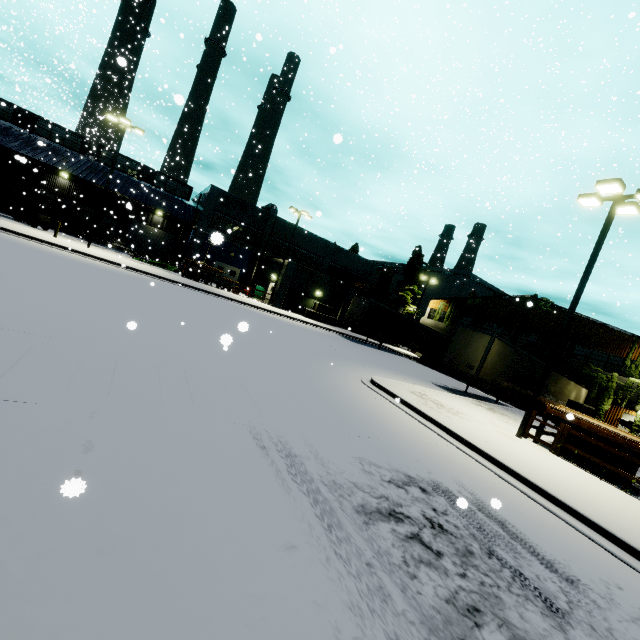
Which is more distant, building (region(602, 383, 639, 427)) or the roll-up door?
the roll-up door

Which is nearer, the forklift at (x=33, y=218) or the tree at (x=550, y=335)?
the forklift at (x=33, y=218)

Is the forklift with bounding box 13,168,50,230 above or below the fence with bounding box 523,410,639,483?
below

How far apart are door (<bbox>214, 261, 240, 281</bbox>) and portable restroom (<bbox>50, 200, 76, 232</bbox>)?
13.72m

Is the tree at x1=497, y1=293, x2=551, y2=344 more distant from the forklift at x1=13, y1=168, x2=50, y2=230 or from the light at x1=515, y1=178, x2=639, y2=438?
the forklift at x1=13, y1=168, x2=50, y2=230

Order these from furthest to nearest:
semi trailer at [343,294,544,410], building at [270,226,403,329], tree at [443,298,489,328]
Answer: tree at [443,298,489,328] < building at [270,226,403,329] < semi trailer at [343,294,544,410]

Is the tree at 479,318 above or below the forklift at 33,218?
above

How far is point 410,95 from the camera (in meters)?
23.11
